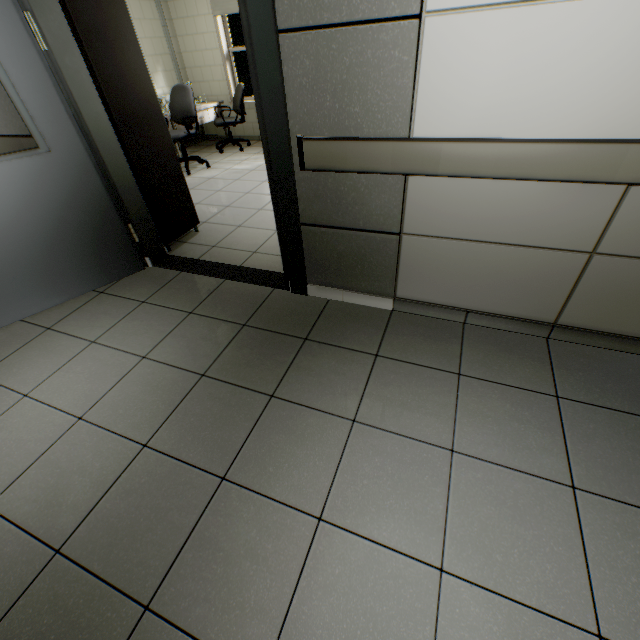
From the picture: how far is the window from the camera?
6.3 meters

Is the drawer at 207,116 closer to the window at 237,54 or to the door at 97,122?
the window at 237,54

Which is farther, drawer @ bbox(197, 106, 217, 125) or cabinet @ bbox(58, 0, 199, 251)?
drawer @ bbox(197, 106, 217, 125)

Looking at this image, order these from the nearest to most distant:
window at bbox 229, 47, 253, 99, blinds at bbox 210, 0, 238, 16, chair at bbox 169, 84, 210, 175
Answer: chair at bbox 169, 84, 210, 175
blinds at bbox 210, 0, 238, 16
window at bbox 229, 47, 253, 99

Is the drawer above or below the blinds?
below

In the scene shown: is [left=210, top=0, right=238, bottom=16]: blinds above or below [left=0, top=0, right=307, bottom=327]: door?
above

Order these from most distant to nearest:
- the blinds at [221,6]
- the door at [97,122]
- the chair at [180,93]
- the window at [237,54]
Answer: the window at [237,54], the blinds at [221,6], the chair at [180,93], the door at [97,122]

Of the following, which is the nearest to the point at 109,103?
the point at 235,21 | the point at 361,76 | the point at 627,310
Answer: the point at 361,76
